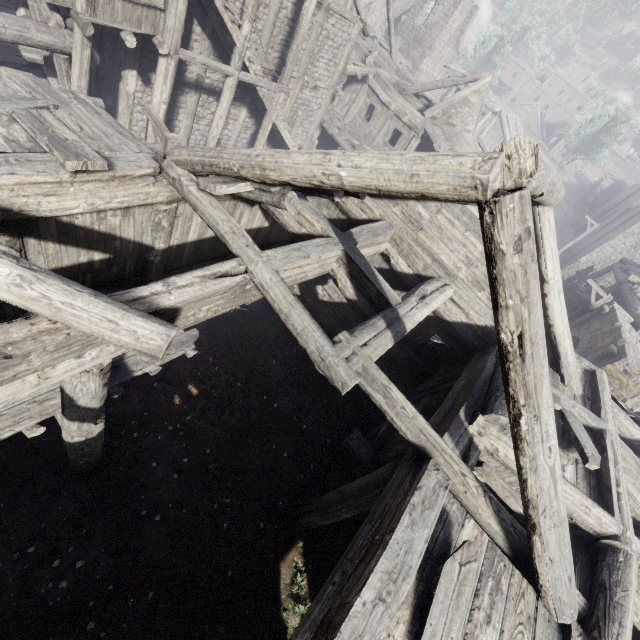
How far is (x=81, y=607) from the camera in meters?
5.9 m

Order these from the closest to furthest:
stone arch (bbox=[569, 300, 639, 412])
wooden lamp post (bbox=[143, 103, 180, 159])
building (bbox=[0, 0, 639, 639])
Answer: building (bbox=[0, 0, 639, 639]), wooden lamp post (bbox=[143, 103, 180, 159]), stone arch (bbox=[569, 300, 639, 412])

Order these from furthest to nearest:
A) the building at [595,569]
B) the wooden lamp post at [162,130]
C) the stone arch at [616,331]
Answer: the stone arch at [616,331], the wooden lamp post at [162,130], the building at [595,569]

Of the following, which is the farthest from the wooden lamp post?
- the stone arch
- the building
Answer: the stone arch

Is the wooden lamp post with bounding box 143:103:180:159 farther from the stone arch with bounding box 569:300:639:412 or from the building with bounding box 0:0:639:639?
the stone arch with bounding box 569:300:639:412

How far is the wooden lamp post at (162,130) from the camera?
7.4 meters
